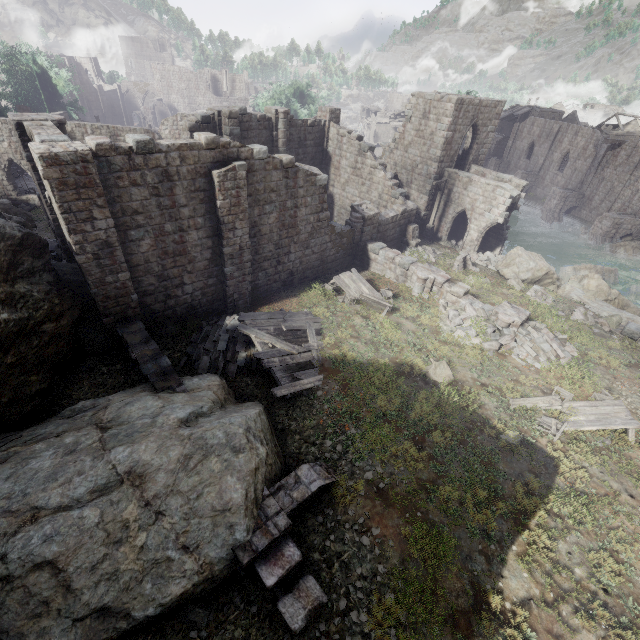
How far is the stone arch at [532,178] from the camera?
49.8m

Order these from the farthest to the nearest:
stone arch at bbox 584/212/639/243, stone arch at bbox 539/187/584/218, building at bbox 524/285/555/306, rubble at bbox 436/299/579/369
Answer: stone arch at bbox 539/187/584/218 < stone arch at bbox 584/212/639/243 < building at bbox 524/285/555/306 < rubble at bbox 436/299/579/369

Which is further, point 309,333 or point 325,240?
point 325,240

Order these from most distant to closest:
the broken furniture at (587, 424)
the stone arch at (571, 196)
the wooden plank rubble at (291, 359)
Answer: the stone arch at (571, 196)
the wooden plank rubble at (291, 359)
the broken furniture at (587, 424)

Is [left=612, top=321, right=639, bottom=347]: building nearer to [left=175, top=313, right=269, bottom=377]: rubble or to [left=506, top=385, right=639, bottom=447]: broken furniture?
[left=506, top=385, right=639, bottom=447]: broken furniture

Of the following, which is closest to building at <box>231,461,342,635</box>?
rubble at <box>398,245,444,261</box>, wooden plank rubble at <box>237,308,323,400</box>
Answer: wooden plank rubble at <box>237,308,323,400</box>

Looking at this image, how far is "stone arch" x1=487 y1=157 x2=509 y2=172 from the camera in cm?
5681

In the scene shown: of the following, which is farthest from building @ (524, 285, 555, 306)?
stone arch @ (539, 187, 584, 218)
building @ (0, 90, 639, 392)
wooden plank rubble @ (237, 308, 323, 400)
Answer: stone arch @ (539, 187, 584, 218)
